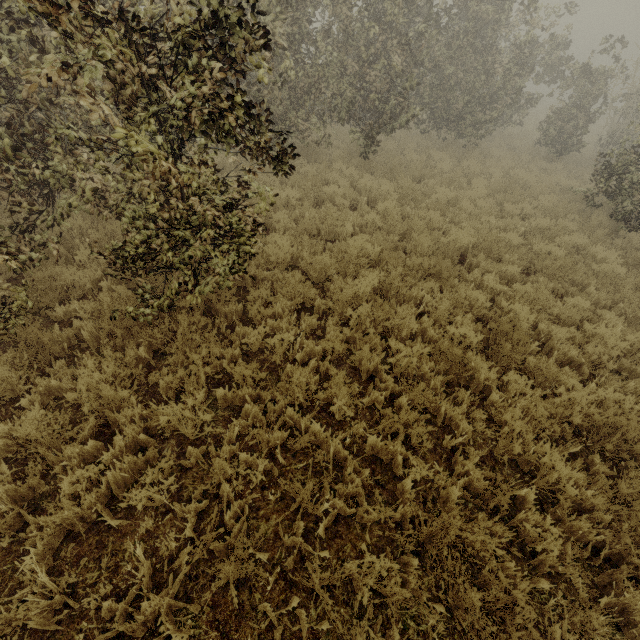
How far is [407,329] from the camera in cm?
504
